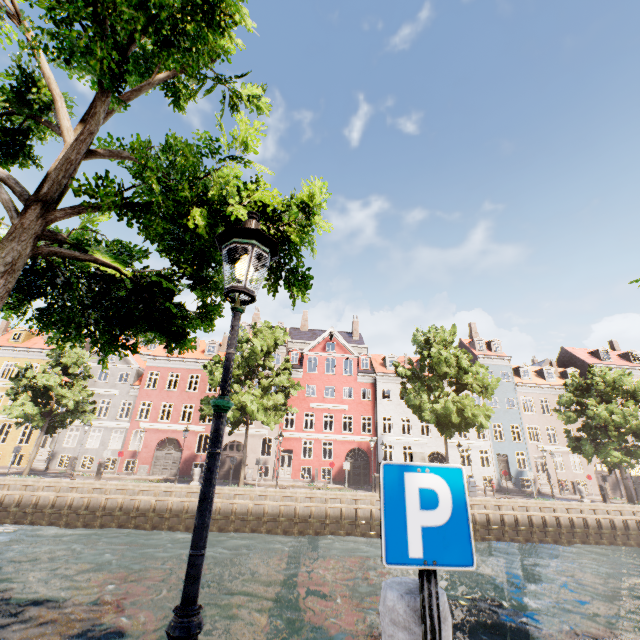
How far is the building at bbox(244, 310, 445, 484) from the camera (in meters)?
31.25

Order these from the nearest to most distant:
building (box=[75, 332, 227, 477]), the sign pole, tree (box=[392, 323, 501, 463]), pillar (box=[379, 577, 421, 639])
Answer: the sign pole → pillar (box=[379, 577, 421, 639]) → tree (box=[392, 323, 501, 463]) → building (box=[75, 332, 227, 477])

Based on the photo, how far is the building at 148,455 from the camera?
29.5 meters

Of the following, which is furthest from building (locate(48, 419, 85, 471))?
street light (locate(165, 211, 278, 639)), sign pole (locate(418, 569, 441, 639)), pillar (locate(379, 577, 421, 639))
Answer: sign pole (locate(418, 569, 441, 639))

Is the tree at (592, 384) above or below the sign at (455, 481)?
above

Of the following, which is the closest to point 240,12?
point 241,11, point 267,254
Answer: point 241,11

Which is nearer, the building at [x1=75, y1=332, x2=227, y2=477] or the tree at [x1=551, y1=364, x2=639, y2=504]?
the tree at [x1=551, y1=364, x2=639, y2=504]

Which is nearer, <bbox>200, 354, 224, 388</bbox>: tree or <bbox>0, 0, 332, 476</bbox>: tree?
<bbox>0, 0, 332, 476</bbox>: tree
